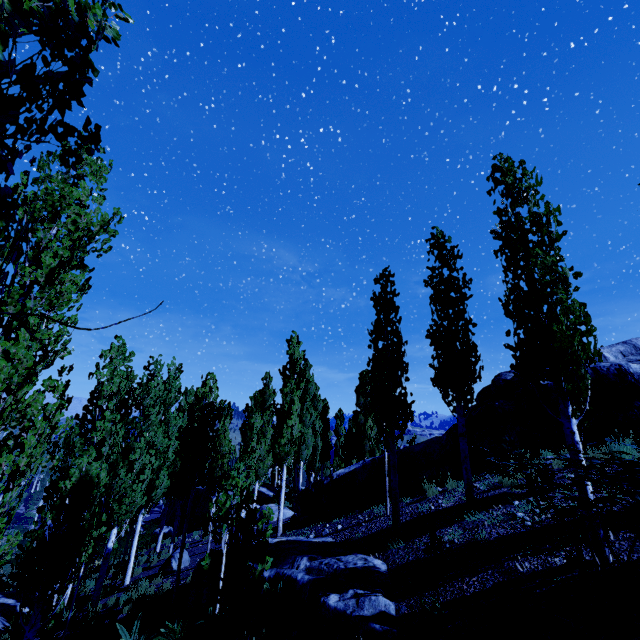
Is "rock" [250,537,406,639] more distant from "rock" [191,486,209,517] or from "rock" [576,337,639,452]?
"rock" [191,486,209,517]

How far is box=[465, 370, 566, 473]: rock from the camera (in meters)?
9.85

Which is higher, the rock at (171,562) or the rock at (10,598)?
the rock at (171,562)

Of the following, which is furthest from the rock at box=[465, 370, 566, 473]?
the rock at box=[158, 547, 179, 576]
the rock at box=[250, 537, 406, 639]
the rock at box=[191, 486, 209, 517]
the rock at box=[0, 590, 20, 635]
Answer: the rock at box=[191, 486, 209, 517]

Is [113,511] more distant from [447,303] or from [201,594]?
[447,303]

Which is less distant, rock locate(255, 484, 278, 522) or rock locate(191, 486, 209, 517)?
rock locate(255, 484, 278, 522)

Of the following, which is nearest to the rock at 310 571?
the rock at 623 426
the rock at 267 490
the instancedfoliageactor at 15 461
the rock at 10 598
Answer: the instancedfoliageactor at 15 461

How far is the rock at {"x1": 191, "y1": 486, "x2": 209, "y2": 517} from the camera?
29.1m
